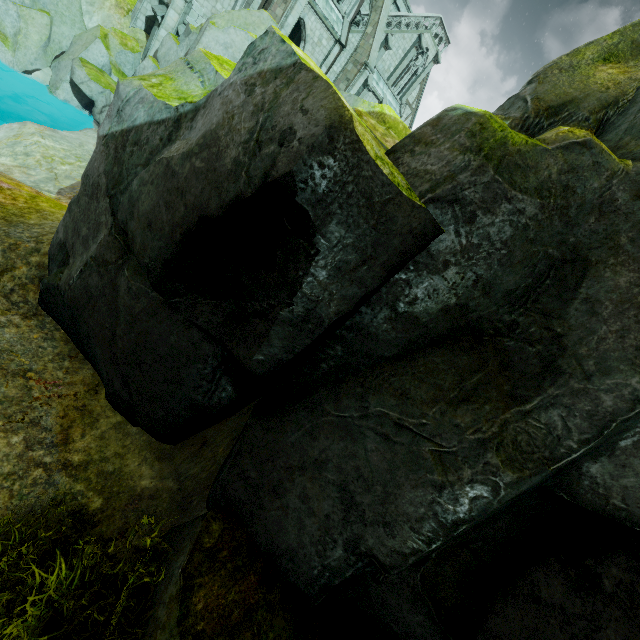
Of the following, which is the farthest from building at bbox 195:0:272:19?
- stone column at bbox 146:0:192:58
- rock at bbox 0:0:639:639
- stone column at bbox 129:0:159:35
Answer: rock at bbox 0:0:639:639

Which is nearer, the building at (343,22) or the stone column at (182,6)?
the stone column at (182,6)

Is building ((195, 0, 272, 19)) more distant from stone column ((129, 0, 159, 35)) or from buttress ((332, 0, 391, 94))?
stone column ((129, 0, 159, 35))

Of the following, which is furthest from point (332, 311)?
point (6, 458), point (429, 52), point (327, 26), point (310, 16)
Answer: point (429, 52)

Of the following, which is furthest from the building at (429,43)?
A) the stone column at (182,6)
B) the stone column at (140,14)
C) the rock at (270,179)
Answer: the rock at (270,179)

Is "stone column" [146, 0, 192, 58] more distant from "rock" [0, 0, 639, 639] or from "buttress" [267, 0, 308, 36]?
"rock" [0, 0, 639, 639]
